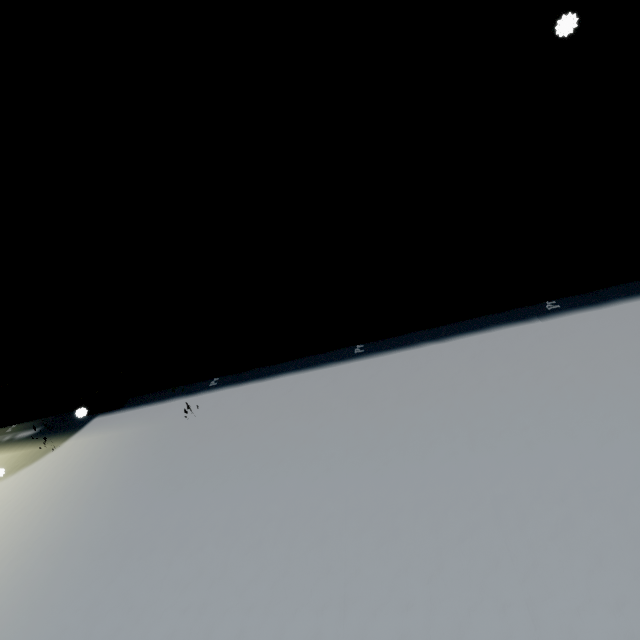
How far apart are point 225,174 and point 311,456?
3.3 meters
